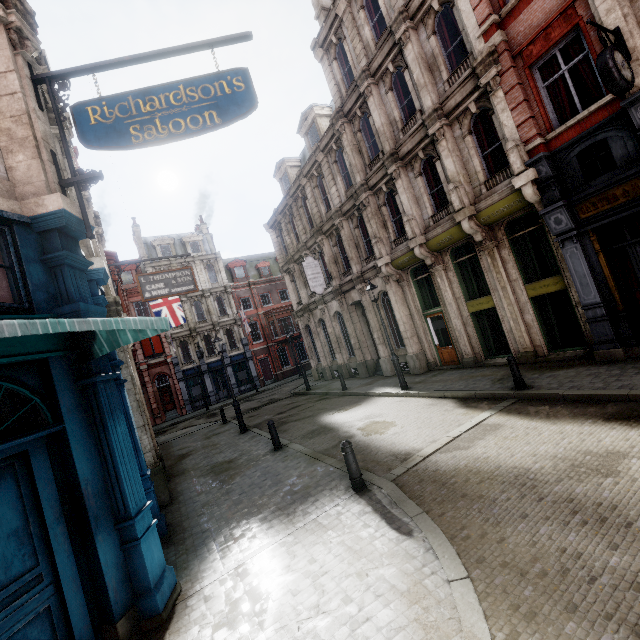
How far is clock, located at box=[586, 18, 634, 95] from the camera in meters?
6.6

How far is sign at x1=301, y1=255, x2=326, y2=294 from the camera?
19.8 meters

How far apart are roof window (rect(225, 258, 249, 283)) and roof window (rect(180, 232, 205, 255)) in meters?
2.5 m

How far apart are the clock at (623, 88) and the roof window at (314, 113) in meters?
14.1 m

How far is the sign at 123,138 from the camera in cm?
524

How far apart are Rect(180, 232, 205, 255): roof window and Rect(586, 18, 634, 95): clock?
36.69m

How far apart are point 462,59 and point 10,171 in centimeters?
1555cm

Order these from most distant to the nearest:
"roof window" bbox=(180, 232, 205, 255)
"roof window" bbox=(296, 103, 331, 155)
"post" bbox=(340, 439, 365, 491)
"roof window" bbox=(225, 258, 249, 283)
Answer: "roof window" bbox=(225, 258, 249, 283) < "roof window" bbox=(180, 232, 205, 255) < "roof window" bbox=(296, 103, 331, 155) < "post" bbox=(340, 439, 365, 491)
